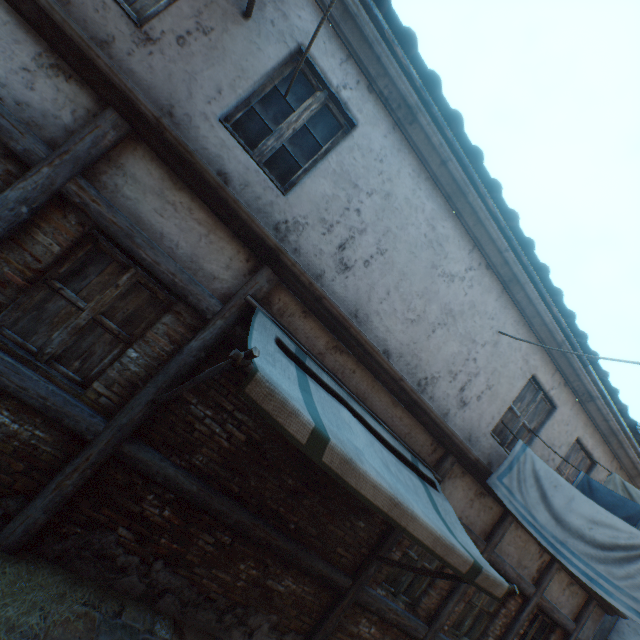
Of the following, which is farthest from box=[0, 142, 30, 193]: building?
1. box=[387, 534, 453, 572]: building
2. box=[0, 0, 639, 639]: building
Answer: box=[387, 534, 453, 572]: building

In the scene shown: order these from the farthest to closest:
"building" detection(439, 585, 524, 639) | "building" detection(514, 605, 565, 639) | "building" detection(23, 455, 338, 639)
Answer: "building" detection(514, 605, 565, 639), "building" detection(439, 585, 524, 639), "building" detection(23, 455, 338, 639)

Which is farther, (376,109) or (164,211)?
(376,109)

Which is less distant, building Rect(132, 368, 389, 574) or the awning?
the awning

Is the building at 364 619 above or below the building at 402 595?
below

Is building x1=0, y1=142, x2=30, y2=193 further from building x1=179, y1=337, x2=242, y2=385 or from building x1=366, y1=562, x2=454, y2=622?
building x1=366, y1=562, x2=454, y2=622

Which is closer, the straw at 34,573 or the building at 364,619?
the straw at 34,573

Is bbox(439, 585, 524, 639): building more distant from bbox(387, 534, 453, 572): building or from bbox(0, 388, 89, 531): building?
bbox(0, 388, 89, 531): building
